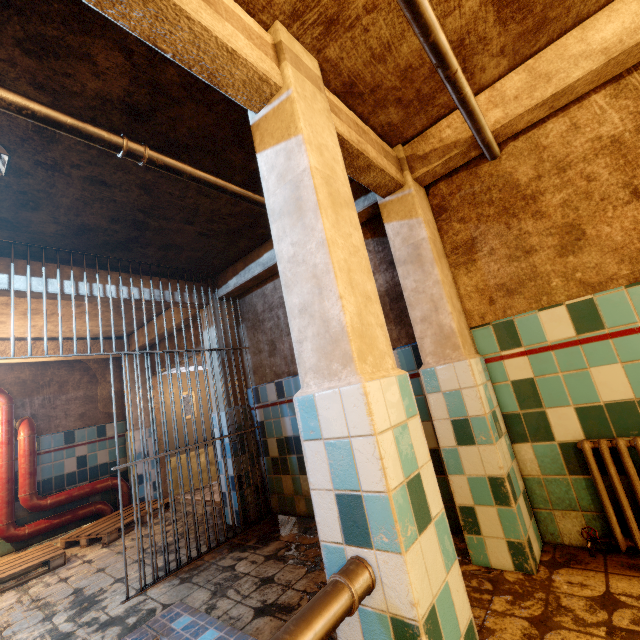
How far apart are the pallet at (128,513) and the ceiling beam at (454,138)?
5.2 meters

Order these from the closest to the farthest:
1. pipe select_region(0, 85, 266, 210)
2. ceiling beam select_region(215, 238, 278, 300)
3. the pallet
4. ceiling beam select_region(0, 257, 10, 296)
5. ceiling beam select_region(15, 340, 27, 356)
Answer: pipe select_region(0, 85, 266, 210) < ceiling beam select_region(0, 257, 10, 296) < ceiling beam select_region(215, 238, 278, 300) < the pallet < ceiling beam select_region(15, 340, 27, 356)

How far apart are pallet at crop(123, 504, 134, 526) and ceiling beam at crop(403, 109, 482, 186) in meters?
5.2 m

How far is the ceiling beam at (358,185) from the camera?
1.9m

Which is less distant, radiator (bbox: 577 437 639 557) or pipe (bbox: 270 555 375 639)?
pipe (bbox: 270 555 375 639)

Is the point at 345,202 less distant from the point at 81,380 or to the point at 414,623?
the point at 414,623

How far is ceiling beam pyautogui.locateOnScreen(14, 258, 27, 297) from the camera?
2.79m

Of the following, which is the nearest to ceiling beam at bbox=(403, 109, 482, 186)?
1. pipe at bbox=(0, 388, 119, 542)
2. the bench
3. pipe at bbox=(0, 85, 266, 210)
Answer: pipe at bbox=(0, 85, 266, 210)
